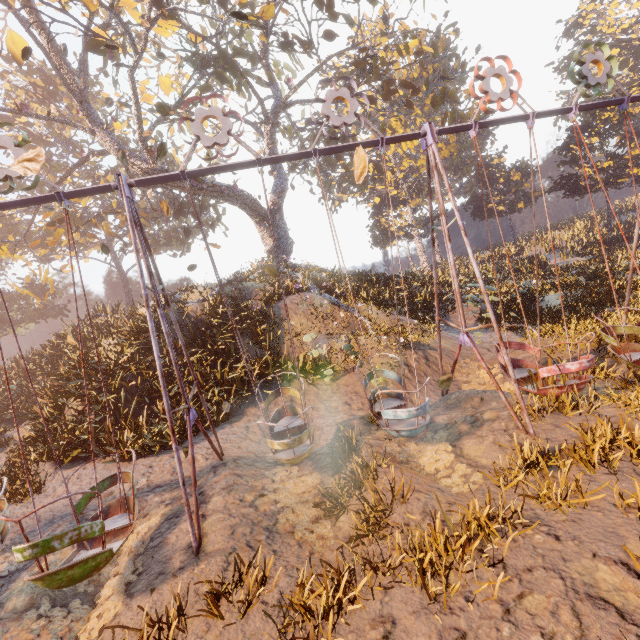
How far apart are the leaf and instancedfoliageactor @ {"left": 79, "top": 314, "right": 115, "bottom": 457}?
8.59m

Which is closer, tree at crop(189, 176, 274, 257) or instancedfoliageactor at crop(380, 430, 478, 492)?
instancedfoliageactor at crop(380, 430, 478, 492)

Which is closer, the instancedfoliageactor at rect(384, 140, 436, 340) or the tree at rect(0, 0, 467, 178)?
the tree at rect(0, 0, 467, 178)

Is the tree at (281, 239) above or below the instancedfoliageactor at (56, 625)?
above

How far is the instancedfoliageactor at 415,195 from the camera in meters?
17.5 m

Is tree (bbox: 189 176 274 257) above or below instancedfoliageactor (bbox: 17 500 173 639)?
above

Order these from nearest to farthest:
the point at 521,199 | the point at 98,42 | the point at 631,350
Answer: the point at 631,350 < the point at 98,42 < the point at 521,199

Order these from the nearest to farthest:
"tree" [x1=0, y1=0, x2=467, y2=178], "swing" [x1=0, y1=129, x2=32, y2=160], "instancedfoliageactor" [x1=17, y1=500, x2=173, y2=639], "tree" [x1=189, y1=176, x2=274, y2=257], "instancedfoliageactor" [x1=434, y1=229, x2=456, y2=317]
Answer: "instancedfoliageactor" [x1=17, y1=500, x2=173, y2=639], "swing" [x1=0, y1=129, x2=32, y2=160], "tree" [x1=0, y1=0, x2=467, y2=178], "tree" [x1=189, y1=176, x2=274, y2=257], "instancedfoliageactor" [x1=434, y1=229, x2=456, y2=317]
